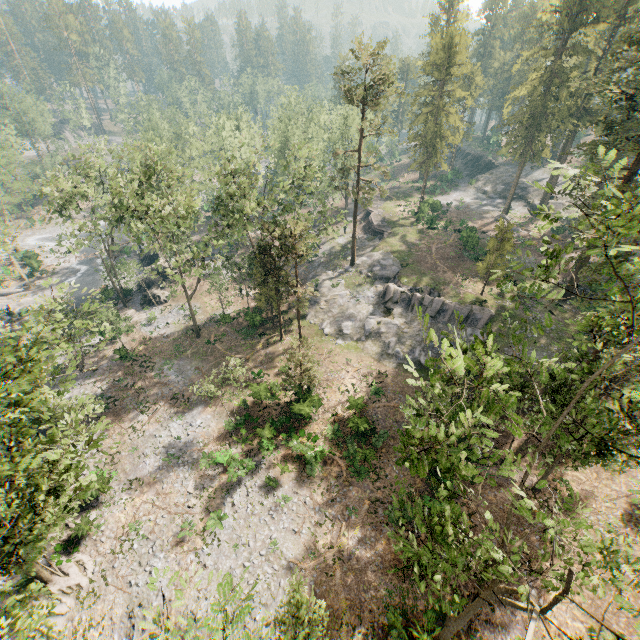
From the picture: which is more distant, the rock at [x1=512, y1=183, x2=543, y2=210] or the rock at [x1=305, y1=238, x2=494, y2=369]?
the rock at [x1=512, y1=183, x2=543, y2=210]

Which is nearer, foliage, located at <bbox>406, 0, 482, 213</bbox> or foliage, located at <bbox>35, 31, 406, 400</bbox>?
foliage, located at <bbox>35, 31, 406, 400</bbox>

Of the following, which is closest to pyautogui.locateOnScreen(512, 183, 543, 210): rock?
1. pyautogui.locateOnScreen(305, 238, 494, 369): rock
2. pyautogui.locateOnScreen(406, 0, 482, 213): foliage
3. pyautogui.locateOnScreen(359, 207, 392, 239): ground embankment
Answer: pyautogui.locateOnScreen(406, 0, 482, 213): foliage

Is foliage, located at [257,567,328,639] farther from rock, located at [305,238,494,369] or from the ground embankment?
the ground embankment

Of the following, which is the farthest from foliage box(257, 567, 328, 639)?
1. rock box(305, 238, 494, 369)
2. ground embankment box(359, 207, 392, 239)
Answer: ground embankment box(359, 207, 392, 239)

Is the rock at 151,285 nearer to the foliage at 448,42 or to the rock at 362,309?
the foliage at 448,42

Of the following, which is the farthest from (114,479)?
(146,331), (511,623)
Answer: (511,623)

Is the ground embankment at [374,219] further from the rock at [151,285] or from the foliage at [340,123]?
the rock at [151,285]
